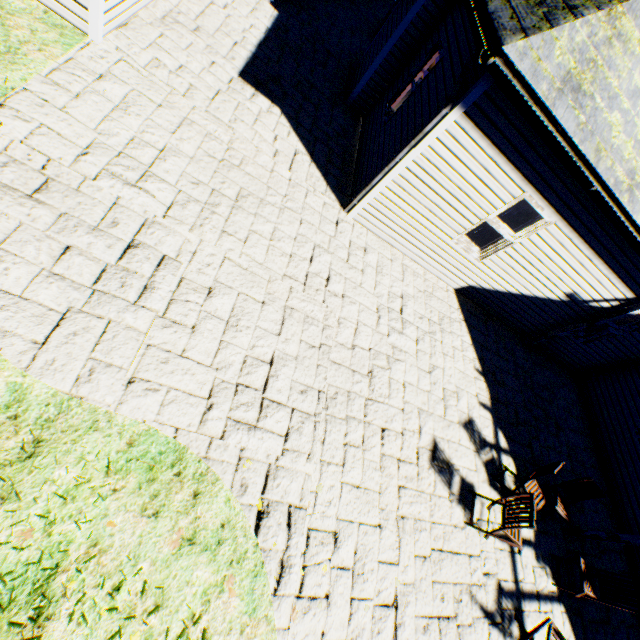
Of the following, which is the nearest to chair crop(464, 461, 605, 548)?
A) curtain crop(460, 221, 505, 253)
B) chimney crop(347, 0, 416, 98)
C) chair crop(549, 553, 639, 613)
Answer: chair crop(549, 553, 639, 613)

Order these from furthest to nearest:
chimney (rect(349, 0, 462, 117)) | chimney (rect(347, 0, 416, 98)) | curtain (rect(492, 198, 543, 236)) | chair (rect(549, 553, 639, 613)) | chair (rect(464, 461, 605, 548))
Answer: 1. chimney (rect(347, 0, 416, 98))
2. chimney (rect(349, 0, 462, 117))
3. curtain (rect(492, 198, 543, 236))
4. chair (rect(549, 553, 639, 613))
5. chair (rect(464, 461, 605, 548))

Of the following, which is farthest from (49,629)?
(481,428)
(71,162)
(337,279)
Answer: (481,428)

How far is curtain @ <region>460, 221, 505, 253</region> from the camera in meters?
6.9

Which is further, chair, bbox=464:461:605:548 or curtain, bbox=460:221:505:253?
curtain, bbox=460:221:505:253

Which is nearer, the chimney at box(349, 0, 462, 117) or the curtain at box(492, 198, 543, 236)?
the curtain at box(492, 198, 543, 236)

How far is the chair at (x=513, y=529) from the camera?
4.9m

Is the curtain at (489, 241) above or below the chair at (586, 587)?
above
